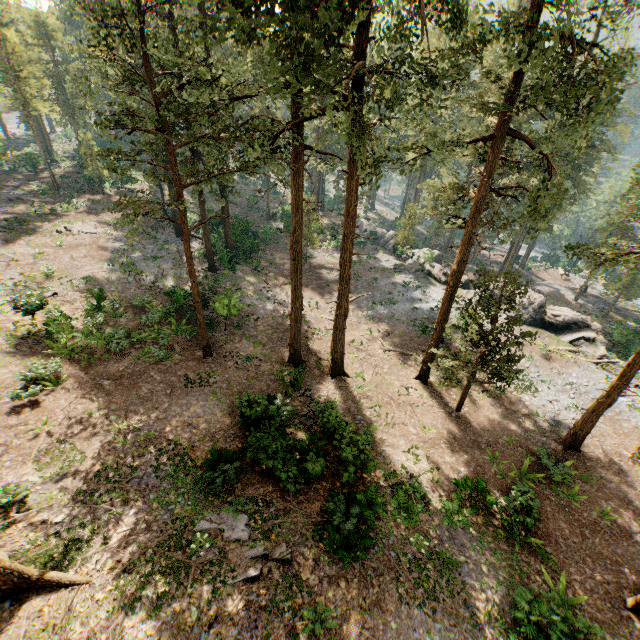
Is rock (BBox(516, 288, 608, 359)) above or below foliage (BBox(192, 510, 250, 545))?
below

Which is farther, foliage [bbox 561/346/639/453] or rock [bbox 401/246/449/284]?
rock [bbox 401/246/449/284]

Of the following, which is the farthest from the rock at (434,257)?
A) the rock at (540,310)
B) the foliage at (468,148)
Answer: the foliage at (468,148)

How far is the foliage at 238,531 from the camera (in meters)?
11.55

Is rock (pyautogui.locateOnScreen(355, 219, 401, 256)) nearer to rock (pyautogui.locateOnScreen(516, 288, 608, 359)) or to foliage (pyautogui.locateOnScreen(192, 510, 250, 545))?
rock (pyautogui.locateOnScreen(516, 288, 608, 359))

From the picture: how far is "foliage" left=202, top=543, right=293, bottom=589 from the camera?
10.4m

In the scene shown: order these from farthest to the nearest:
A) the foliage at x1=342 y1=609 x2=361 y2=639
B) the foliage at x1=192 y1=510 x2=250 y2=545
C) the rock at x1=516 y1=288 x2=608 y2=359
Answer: the rock at x1=516 y1=288 x2=608 y2=359
the foliage at x1=192 y1=510 x2=250 y2=545
the foliage at x1=342 y1=609 x2=361 y2=639

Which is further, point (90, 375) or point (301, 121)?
point (90, 375)
